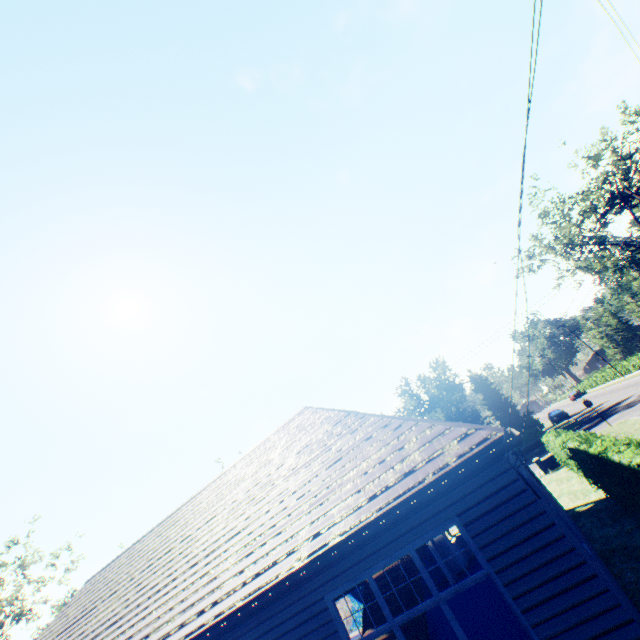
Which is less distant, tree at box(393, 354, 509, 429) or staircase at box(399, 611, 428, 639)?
staircase at box(399, 611, 428, 639)

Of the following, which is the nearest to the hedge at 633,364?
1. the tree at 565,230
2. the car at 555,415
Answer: the tree at 565,230

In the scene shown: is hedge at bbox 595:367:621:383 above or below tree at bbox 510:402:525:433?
below

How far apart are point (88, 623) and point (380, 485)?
13.21m

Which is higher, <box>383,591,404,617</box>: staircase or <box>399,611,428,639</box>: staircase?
<box>383,591,404,617</box>: staircase

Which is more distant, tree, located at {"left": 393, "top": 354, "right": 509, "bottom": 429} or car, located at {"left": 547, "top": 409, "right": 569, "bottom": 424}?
car, located at {"left": 547, "top": 409, "right": 569, "bottom": 424}

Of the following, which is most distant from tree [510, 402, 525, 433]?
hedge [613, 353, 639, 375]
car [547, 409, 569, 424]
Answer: car [547, 409, 569, 424]

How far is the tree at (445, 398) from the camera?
36.6 meters
